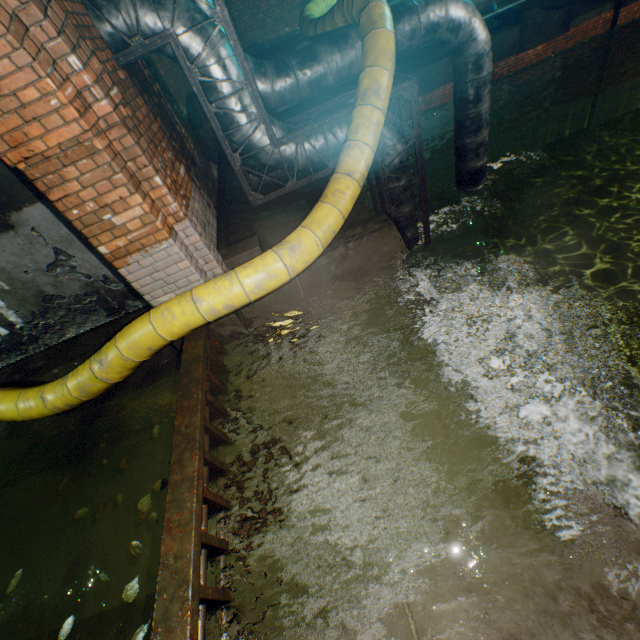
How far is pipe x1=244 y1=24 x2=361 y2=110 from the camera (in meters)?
4.76

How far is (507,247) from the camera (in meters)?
11.09

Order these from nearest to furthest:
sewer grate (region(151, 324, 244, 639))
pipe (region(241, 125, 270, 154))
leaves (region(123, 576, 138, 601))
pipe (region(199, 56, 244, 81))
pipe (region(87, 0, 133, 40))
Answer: sewer grate (region(151, 324, 244, 639)) → leaves (region(123, 576, 138, 601)) → pipe (region(87, 0, 133, 40)) → pipe (region(199, 56, 244, 81)) → pipe (region(241, 125, 270, 154))

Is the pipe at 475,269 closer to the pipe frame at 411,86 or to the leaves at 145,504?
the pipe frame at 411,86

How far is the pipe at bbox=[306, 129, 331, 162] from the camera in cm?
455

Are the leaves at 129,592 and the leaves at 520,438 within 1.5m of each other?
no

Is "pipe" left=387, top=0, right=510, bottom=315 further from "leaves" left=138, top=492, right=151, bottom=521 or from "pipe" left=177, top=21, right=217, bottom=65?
"leaves" left=138, top=492, right=151, bottom=521

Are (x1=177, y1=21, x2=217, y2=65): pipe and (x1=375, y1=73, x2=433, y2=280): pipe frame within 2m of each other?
yes
